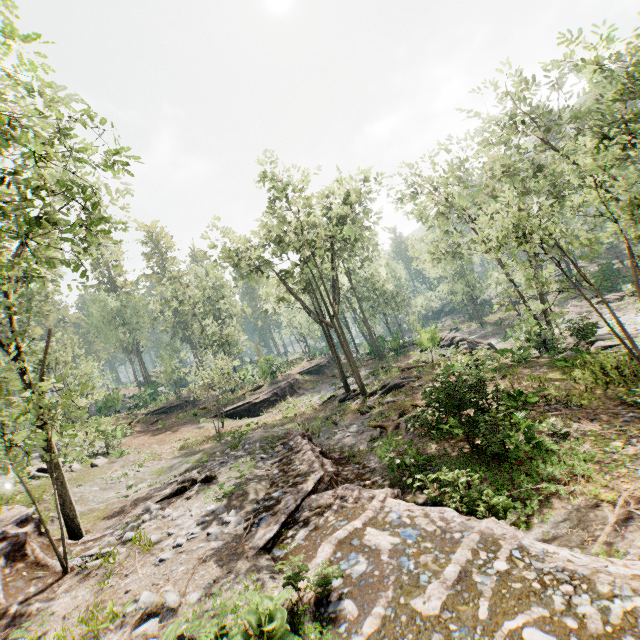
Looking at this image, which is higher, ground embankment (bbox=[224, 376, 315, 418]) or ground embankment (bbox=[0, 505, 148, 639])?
ground embankment (bbox=[0, 505, 148, 639])

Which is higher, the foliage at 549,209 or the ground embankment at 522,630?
the foliage at 549,209

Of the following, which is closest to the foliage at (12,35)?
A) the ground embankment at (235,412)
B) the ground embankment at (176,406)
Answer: the ground embankment at (176,406)

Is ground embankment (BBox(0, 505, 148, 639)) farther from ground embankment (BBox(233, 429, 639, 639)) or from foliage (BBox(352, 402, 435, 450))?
ground embankment (BBox(233, 429, 639, 639))

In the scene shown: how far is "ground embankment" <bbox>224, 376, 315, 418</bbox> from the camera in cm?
3186

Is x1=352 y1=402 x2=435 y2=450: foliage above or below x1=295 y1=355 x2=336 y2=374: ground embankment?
below

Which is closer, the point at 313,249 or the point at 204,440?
the point at 204,440

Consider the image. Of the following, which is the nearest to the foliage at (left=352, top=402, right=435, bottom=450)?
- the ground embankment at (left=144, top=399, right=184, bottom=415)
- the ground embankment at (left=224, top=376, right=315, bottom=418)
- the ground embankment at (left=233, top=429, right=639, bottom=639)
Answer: the ground embankment at (left=233, top=429, right=639, bottom=639)
